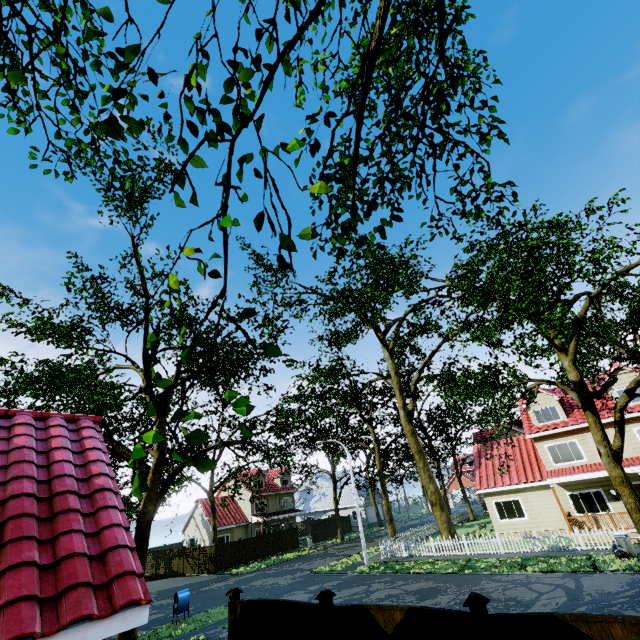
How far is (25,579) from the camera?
3.84m

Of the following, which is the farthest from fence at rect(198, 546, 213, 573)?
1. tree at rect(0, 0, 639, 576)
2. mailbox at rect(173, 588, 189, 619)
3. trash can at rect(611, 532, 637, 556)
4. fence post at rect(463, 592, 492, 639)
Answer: mailbox at rect(173, 588, 189, 619)

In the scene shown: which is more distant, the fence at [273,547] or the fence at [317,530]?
the fence at [317,530]

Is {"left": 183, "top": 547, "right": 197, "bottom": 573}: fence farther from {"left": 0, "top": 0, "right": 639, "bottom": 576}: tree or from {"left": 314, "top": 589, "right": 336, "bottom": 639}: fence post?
{"left": 0, "top": 0, "right": 639, "bottom": 576}: tree

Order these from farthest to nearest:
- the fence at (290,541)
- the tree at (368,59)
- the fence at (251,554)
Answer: the fence at (290,541)
the fence at (251,554)
the tree at (368,59)

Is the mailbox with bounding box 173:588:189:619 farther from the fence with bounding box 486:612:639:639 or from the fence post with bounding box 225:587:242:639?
the fence post with bounding box 225:587:242:639

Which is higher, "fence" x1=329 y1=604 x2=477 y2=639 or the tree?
the tree

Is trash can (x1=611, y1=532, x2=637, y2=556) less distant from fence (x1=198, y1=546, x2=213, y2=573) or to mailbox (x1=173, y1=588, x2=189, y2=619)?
fence (x1=198, y1=546, x2=213, y2=573)
